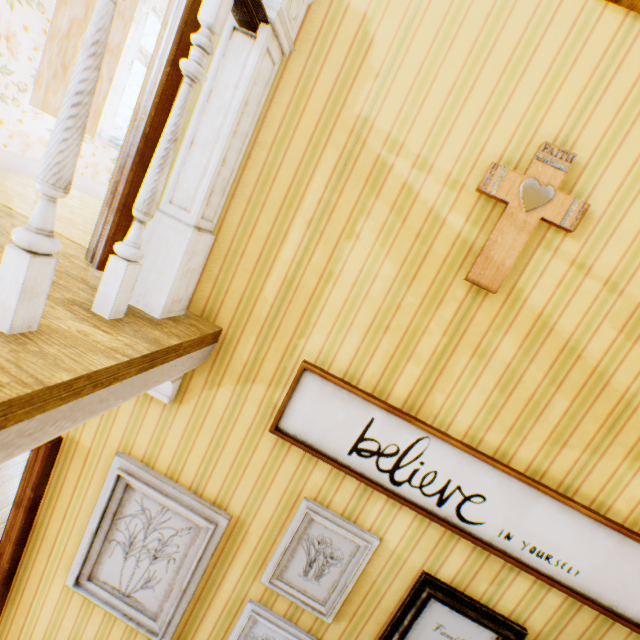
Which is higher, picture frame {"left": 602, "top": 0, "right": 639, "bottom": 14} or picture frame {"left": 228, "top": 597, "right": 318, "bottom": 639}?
picture frame {"left": 602, "top": 0, "right": 639, "bottom": 14}

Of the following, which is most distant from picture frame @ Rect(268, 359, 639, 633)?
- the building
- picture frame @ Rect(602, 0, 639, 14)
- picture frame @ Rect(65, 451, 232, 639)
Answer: picture frame @ Rect(602, 0, 639, 14)

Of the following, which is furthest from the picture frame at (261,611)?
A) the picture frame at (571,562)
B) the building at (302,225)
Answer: the picture frame at (571,562)

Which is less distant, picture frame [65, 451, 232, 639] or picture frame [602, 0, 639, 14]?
picture frame [602, 0, 639, 14]

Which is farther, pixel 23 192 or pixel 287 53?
pixel 23 192

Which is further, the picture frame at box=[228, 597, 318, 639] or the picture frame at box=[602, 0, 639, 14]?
the picture frame at box=[228, 597, 318, 639]

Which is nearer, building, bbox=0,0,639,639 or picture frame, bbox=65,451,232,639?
building, bbox=0,0,639,639

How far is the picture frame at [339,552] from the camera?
1.7 meters
